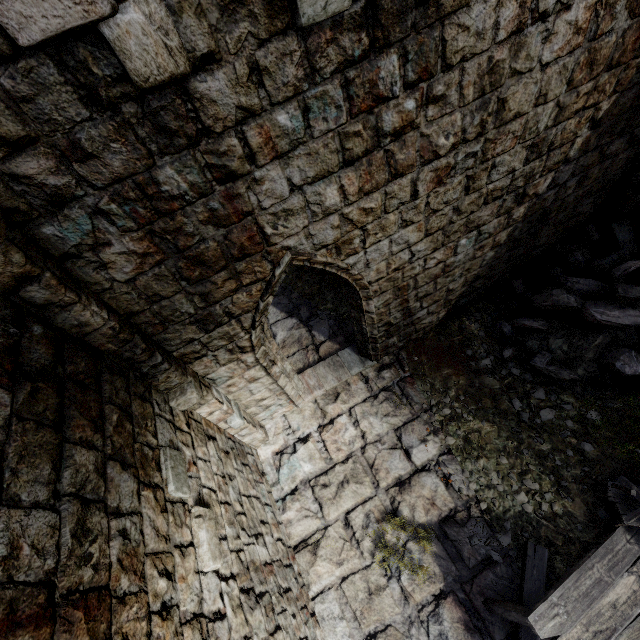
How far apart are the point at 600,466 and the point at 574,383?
1.4 meters

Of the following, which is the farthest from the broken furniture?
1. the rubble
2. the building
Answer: the rubble

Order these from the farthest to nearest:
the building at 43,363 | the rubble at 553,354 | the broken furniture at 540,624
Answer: the rubble at 553,354, the broken furniture at 540,624, the building at 43,363

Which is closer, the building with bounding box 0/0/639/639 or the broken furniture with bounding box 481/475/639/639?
the building with bounding box 0/0/639/639

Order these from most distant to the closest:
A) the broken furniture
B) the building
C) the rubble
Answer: the rubble < the broken furniture < the building

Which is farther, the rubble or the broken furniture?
the rubble

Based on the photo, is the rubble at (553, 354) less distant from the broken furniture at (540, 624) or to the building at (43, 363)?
the building at (43, 363)
